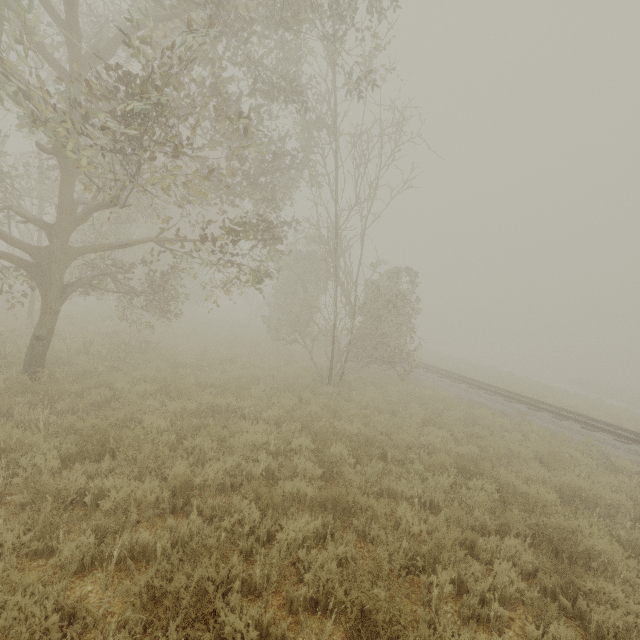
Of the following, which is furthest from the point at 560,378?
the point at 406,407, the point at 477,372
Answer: the point at 406,407
